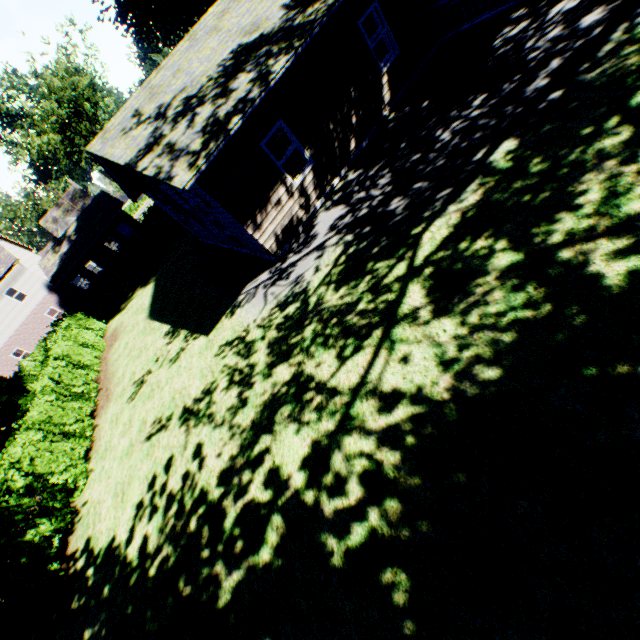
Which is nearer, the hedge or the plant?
the hedge

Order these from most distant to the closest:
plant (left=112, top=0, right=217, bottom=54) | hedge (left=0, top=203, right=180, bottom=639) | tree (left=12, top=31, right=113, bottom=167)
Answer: tree (left=12, top=31, right=113, bottom=167)
plant (left=112, top=0, right=217, bottom=54)
hedge (left=0, top=203, right=180, bottom=639)

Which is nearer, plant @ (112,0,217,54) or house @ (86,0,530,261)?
house @ (86,0,530,261)

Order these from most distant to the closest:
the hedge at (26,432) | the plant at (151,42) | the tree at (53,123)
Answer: the tree at (53,123), the plant at (151,42), the hedge at (26,432)

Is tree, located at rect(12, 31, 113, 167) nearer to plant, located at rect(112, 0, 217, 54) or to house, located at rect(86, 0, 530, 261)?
plant, located at rect(112, 0, 217, 54)

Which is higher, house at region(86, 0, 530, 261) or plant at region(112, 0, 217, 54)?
plant at region(112, 0, 217, 54)

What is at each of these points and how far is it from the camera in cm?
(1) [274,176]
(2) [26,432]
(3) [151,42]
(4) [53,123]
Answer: (1) house, 962
(2) hedge, 1083
(3) plant, 2397
(4) tree, 3797

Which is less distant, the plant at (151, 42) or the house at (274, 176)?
the house at (274, 176)
